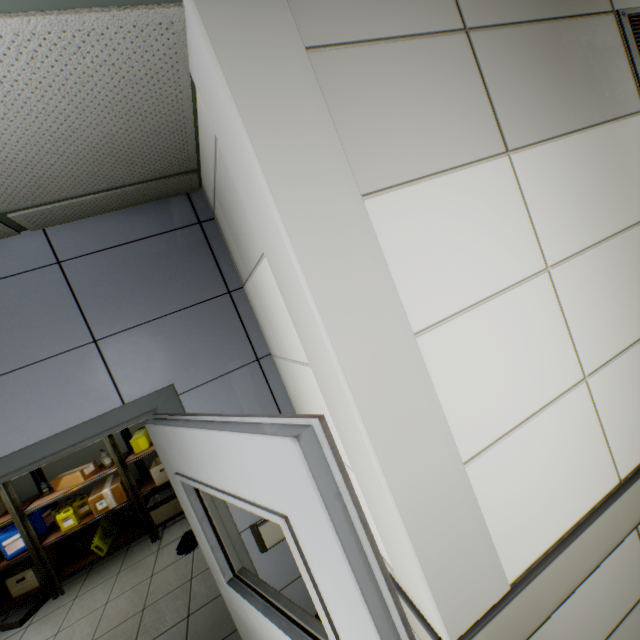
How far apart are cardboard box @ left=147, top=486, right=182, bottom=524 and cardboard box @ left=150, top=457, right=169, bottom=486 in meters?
0.3 m

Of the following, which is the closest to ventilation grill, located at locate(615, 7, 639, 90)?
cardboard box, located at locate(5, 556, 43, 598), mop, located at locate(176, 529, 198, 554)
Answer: mop, located at locate(176, 529, 198, 554)

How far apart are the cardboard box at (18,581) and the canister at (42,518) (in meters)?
0.68

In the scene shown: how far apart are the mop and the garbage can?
1.42m

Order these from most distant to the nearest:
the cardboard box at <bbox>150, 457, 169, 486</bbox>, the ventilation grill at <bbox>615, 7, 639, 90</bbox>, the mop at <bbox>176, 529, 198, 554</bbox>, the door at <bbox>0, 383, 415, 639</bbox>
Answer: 1. the cardboard box at <bbox>150, 457, 169, 486</bbox>
2. the mop at <bbox>176, 529, 198, 554</bbox>
3. the ventilation grill at <bbox>615, 7, 639, 90</bbox>
4. the door at <bbox>0, 383, 415, 639</bbox>

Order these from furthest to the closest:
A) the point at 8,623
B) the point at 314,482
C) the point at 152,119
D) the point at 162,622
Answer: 1. the point at 8,623
2. the point at 162,622
3. the point at 152,119
4. the point at 314,482

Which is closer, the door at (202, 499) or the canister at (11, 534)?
the door at (202, 499)

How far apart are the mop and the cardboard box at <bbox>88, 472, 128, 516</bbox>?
1.0m
